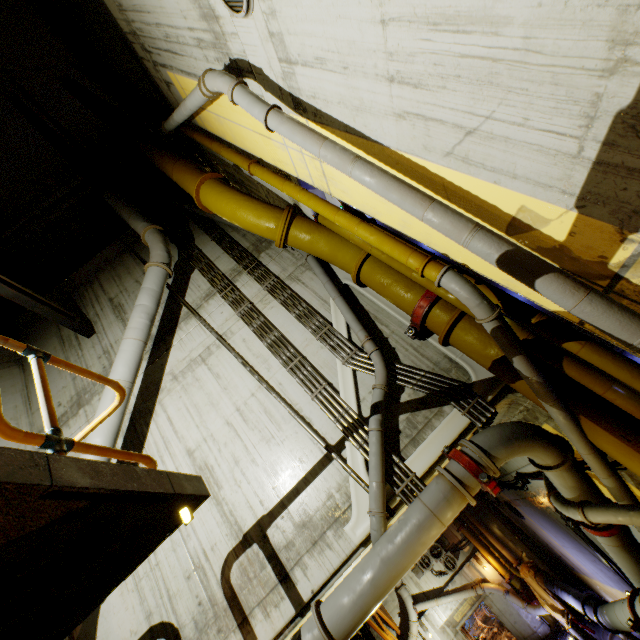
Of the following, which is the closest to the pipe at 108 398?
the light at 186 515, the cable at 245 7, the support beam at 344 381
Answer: the support beam at 344 381

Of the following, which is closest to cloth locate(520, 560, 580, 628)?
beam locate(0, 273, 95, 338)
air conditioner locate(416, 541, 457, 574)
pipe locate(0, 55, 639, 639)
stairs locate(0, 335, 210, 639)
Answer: pipe locate(0, 55, 639, 639)

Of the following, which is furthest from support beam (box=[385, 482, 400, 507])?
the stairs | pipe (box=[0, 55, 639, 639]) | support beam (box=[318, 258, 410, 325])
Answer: the stairs

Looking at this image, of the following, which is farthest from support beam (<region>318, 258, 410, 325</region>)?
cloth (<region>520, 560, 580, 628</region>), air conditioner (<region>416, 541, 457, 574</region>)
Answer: air conditioner (<region>416, 541, 457, 574</region>)

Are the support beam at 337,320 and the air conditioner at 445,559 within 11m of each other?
no

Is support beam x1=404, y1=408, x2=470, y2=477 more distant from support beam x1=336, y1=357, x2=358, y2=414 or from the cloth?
the cloth

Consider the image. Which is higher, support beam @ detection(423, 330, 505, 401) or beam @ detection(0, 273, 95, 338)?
beam @ detection(0, 273, 95, 338)

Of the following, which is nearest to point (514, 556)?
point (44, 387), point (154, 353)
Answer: point (154, 353)
